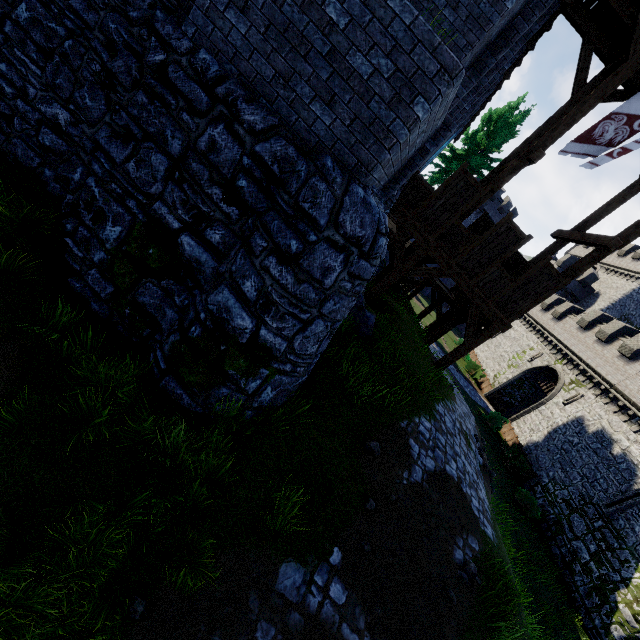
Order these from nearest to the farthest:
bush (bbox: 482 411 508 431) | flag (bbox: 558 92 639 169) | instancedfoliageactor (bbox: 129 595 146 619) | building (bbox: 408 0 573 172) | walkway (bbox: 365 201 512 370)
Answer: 1. instancedfoliageactor (bbox: 129 595 146 619)
2. building (bbox: 408 0 573 172)
3. flag (bbox: 558 92 639 169)
4. walkway (bbox: 365 201 512 370)
5. bush (bbox: 482 411 508 431)

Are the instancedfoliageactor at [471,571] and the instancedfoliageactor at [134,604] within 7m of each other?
yes

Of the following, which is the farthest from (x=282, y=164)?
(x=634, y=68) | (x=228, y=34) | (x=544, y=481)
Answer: (x=544, y=481)

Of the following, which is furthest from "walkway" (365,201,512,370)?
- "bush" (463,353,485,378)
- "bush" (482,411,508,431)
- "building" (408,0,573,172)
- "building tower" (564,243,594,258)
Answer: "building tower" (564,243,594,258)

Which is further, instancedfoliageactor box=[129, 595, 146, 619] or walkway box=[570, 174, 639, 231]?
walkway box=[570, 174, 639, 231]

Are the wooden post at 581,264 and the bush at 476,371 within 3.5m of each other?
no

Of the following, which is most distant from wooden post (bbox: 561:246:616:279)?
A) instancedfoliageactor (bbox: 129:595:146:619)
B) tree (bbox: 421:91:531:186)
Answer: tree (bbox: 421:91:531:186)

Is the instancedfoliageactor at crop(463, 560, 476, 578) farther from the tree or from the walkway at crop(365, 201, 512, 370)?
the tree
